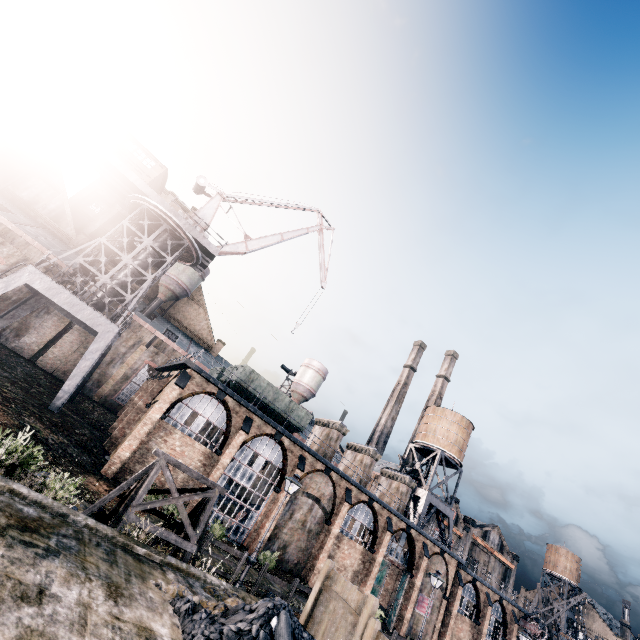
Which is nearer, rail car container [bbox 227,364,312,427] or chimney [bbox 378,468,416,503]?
rail car container [bbox 227,364,312,427]

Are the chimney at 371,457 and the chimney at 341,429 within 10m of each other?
yes

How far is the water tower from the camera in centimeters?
4083cm

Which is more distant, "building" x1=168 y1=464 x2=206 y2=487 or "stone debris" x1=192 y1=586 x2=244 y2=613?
"building" x1=168 y1=464 x2=206 y2=487

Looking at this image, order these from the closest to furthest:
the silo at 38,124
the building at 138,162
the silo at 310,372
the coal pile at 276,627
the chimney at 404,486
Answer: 1. the coal pile at 276,627
2. the building at 138,162
3. the chimney at 404,486
4. the silo at 38,124
5. the silo at 310,372

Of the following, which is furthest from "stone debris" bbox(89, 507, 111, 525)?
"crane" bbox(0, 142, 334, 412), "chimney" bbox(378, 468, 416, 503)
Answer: "chimney" bbox(378, 468, 416, 503)

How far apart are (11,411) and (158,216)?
20.6 meters

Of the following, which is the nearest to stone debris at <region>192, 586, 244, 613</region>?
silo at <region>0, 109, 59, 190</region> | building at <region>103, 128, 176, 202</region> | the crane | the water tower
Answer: the crane
